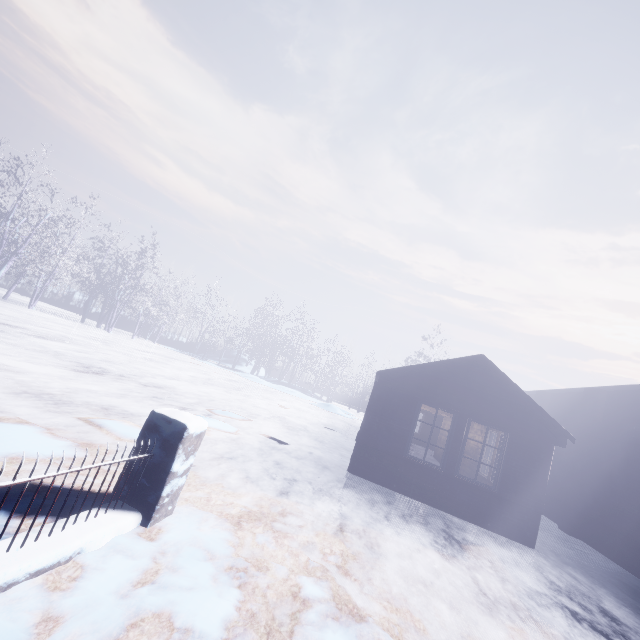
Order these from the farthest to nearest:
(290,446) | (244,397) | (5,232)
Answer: (5,232), (244,397), (290,446)
